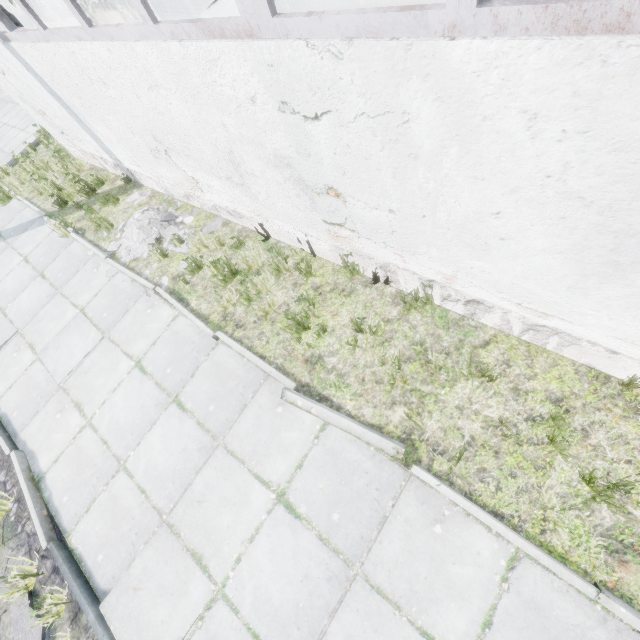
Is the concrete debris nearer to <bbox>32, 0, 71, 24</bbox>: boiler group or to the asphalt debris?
<bbox>32, 0, 71, 24</bbox>: boiler group

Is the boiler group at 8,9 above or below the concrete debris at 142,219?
above

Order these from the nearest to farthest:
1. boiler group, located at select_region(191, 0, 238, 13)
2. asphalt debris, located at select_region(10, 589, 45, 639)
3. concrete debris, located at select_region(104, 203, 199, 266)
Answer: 1. asphalt debris, located at select_region(10, 589, 45, 639)
2. concrete debris, located at select_region(104, 203, 199, 266)
3. boiler group, located at select_region(191, 0, 238, 13)

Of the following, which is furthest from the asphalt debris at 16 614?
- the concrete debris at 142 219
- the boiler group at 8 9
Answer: the boiler group at 8 9

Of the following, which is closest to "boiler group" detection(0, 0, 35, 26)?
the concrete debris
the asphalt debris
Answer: the concrete debris

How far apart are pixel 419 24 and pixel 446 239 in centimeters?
155cm

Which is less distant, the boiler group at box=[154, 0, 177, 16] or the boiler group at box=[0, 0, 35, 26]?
the boiler group at box=[0, 0, 35, 26]
